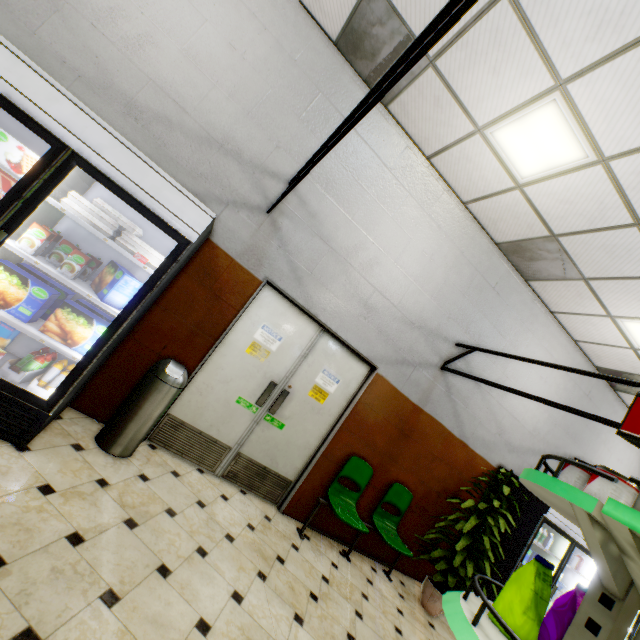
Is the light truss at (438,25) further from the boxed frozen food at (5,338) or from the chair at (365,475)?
the chair at (365,475)

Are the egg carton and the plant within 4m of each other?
no

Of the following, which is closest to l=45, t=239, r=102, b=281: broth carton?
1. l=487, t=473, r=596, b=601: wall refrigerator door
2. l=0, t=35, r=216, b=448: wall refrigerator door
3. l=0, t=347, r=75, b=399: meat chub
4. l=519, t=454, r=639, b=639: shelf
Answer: l=0, t=35, r=216, b=448: wall refrigerator door

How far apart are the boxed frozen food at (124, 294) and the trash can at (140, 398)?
0.7 meters

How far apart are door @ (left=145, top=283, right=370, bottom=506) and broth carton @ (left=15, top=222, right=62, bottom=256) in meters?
1.8

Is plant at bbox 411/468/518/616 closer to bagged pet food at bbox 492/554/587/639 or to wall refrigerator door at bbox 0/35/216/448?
bagged pet food at bbox 492/554/587/639

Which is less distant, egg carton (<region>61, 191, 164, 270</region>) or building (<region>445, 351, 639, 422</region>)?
egg carton (<region>61, 191, 164, 270</region>)

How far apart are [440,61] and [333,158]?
1.4 meters
